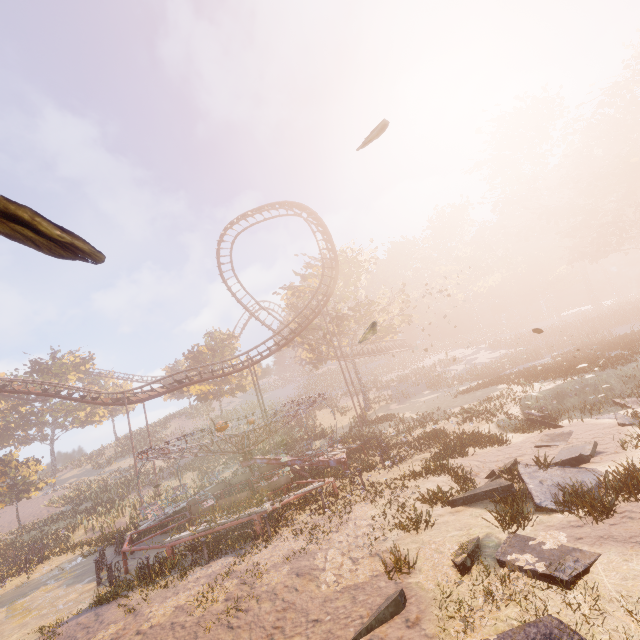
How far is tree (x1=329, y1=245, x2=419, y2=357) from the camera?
35.03m

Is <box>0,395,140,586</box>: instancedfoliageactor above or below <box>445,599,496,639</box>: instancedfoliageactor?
above

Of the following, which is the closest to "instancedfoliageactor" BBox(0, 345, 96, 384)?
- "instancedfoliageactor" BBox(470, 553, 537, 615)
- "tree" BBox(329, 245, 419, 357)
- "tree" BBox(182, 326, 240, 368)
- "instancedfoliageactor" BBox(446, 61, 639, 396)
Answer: "tree" BBox(182, 326, 240, 368)

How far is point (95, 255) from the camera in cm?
104

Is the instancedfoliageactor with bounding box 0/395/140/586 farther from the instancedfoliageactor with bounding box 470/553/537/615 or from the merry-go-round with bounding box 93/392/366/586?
the instancedfoliageactor with bounding box 470/553/537/615

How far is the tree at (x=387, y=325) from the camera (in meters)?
35.03

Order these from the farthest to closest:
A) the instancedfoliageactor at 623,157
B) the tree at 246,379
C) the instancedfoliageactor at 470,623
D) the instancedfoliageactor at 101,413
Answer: the tree at 246,379
the instancedfoliageactor at 623,157
the instancedfoliageactor at 101,413
the instancedfoliageactor at 470,623

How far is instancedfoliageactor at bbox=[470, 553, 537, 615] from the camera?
5.0 meters
